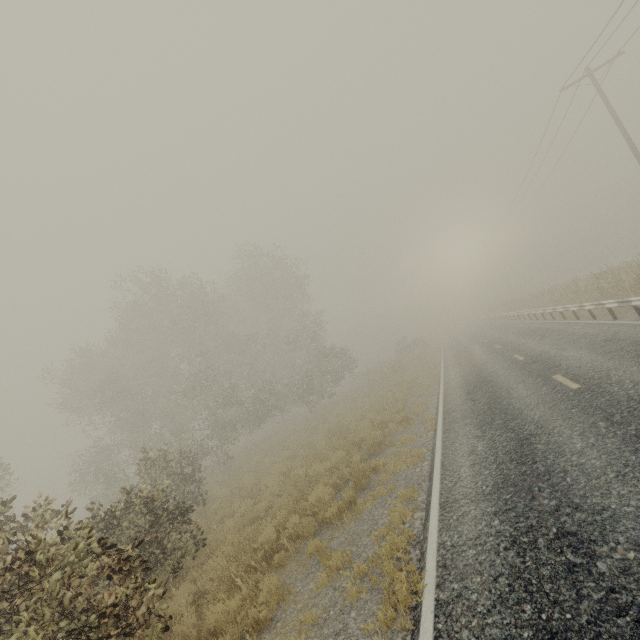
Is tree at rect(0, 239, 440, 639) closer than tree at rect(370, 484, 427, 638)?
No

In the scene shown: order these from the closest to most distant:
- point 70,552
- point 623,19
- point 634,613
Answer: point 634,613, point 70,552, point 623,19

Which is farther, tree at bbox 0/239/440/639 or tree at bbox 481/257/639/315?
tree at bbox 481/257/639/315

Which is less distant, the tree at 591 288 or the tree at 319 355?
the tree at 319 355

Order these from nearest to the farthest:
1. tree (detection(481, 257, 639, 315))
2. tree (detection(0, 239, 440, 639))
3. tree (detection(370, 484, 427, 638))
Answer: tree (detection(370, 484, 427, 638)) < tree (detection(0, 239, 440, 639)) < tree (detection(481, 257, 639, 315))

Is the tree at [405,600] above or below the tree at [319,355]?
below

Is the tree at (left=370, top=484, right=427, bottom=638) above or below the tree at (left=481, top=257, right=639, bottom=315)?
below
